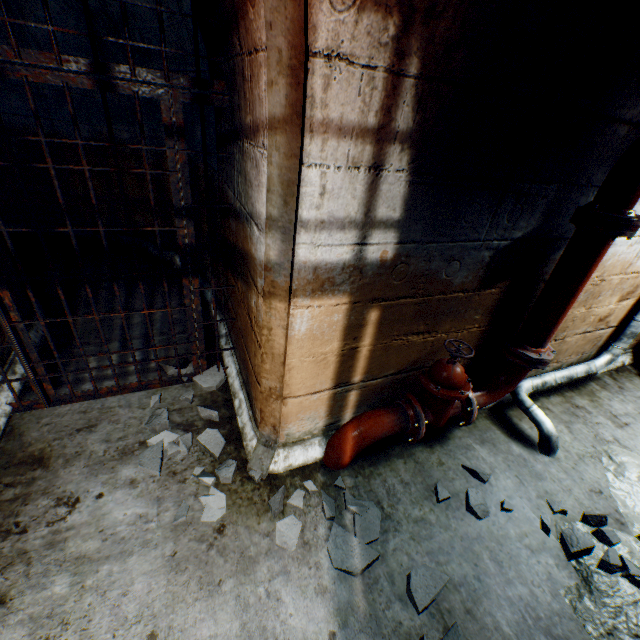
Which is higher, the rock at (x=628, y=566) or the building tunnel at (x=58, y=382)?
the rock at (x=628, y=566)

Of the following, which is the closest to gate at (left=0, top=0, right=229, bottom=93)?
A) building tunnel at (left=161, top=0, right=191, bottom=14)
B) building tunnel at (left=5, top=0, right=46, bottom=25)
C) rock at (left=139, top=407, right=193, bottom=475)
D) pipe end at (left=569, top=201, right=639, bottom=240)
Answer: building tunnel at (left=161, top=0, right=191, bottom=14)

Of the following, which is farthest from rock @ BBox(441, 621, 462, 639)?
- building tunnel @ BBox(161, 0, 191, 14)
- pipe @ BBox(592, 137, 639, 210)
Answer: pipe @ BBox(592, 137, 639, 210)

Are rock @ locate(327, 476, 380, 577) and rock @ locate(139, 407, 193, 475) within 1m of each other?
yes

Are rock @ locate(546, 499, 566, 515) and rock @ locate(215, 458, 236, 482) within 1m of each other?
no

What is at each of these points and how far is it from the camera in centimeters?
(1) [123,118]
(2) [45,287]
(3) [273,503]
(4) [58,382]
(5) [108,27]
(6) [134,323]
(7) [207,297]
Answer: (1) building tunnel, 408cm
(2) building tunnel, 376cm
(3) rock, 198cm
(4) building tunnel, 262cm
(5) building tunnel, 345cm
(6) building tunnel, 339cm
(7) building tunnel, 389cm

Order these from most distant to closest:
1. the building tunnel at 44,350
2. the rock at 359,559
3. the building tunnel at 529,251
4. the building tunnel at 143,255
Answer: the building tunnel at 143,255, the building tunnel at 44,350, the rock at 359,559, the building tunnel at 529,251

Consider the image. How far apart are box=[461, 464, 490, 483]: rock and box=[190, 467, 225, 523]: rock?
1.7 meters
